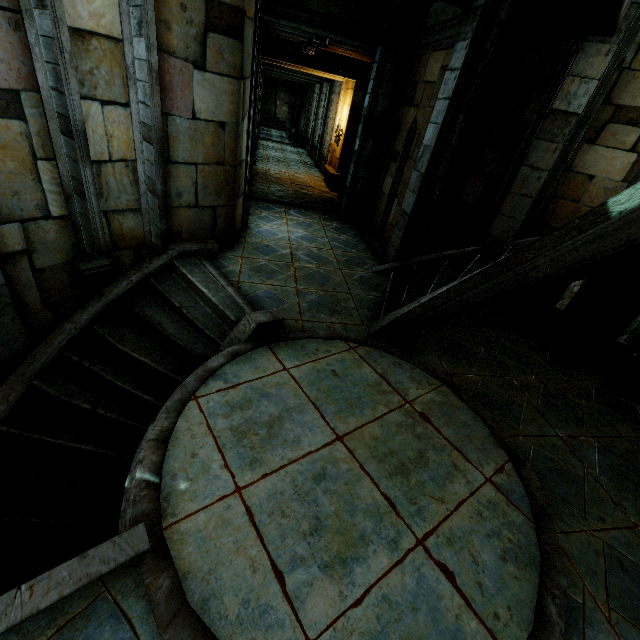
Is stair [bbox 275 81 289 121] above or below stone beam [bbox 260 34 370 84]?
below

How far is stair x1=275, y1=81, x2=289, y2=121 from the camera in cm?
3278

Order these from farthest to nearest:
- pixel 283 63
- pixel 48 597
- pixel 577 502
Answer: pixel 283 63, pixel 577 502, pixel 48 597

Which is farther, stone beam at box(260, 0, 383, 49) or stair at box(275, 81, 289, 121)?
stair at box(275, 81, 289, 121)

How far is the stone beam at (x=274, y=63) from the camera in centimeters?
967cm

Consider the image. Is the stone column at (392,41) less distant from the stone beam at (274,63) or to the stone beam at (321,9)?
the stone beam at (321,9)

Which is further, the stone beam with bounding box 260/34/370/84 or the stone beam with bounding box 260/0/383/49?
the stone beam with bounding box 260/34/370/84

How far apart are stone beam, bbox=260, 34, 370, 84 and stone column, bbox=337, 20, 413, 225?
5.6 meters
